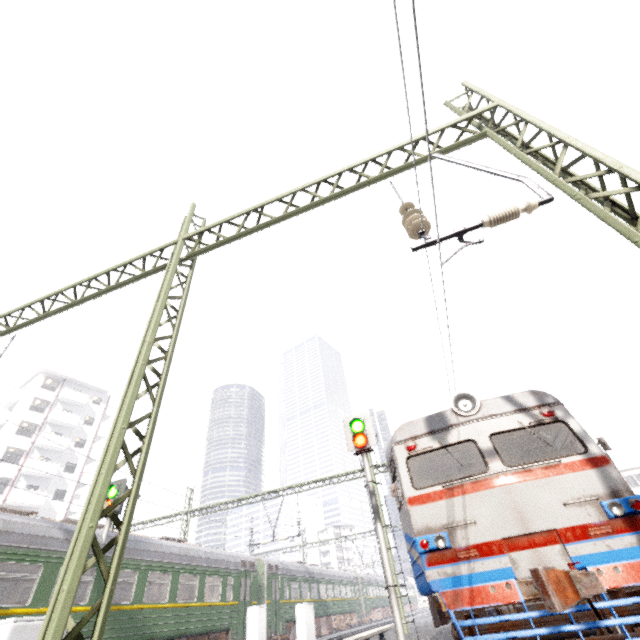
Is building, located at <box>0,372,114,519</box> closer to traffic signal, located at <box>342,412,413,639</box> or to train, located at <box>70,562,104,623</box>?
train, located at <box>70,562,104,623</box>

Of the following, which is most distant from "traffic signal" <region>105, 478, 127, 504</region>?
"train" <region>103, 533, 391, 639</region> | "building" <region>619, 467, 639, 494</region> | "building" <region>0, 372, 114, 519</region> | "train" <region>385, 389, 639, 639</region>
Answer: "building" <region>0, 372, 114, 519</region>

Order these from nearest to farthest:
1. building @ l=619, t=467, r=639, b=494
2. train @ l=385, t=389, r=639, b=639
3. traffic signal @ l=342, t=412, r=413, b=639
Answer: train @ l=385, t=389, r=639, b=639, traffic signal @ l=342, t=412, r=413, b=639, building @ l=619, t=467, r=639, b=494

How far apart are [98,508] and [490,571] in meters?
5.6

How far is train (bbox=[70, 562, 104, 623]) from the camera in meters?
9.9 m

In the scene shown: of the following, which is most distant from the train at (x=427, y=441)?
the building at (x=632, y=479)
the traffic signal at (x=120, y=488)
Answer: the traffic signal at (x=120, y=488)

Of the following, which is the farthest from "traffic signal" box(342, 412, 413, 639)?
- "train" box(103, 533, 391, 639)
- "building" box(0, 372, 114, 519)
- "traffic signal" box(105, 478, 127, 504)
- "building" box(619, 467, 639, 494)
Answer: "building" box(0, 372, 114, 519)

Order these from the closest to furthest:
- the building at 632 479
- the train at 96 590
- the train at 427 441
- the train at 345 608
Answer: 1. the train at 427 441
2. the train at 96 590
3. the train at 345 608
4. the building at 632 479
